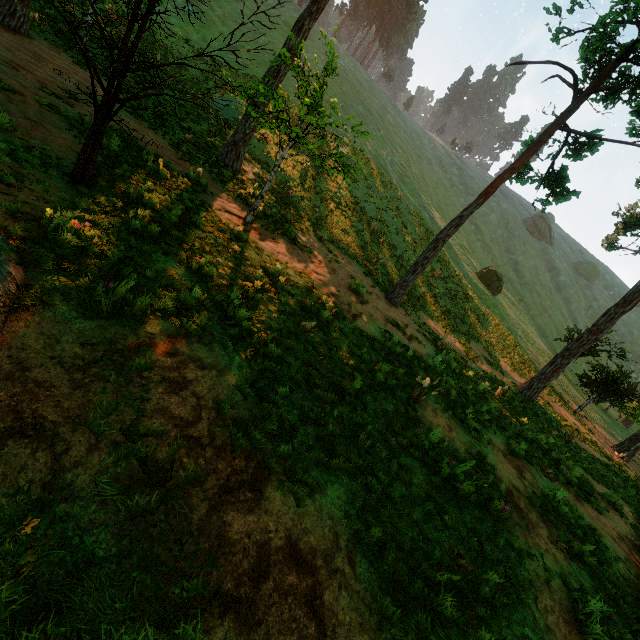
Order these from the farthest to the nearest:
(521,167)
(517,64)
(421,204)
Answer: (421,204) < (521,167) < (517,64)

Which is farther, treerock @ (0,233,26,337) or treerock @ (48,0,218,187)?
treerock @ (48,0,218,187)

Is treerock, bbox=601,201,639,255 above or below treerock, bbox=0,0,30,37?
above

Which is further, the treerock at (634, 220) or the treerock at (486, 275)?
the treerock at (486, 275)

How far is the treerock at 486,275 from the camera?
40.8m

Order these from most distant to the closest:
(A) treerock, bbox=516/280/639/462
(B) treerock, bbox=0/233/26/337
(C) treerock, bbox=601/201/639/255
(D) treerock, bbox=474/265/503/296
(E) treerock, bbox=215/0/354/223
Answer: (D) treerock, bbox=474/265/503/296 → (C) treerock, bbox=601/201/639/255 → (A) treerock, bbox=516/280/639/462 → (E) treerock, bbox=215/0/354/223 → (B) treerock, bbox=0/233/26/337

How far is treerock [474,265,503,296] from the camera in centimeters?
4084cm
